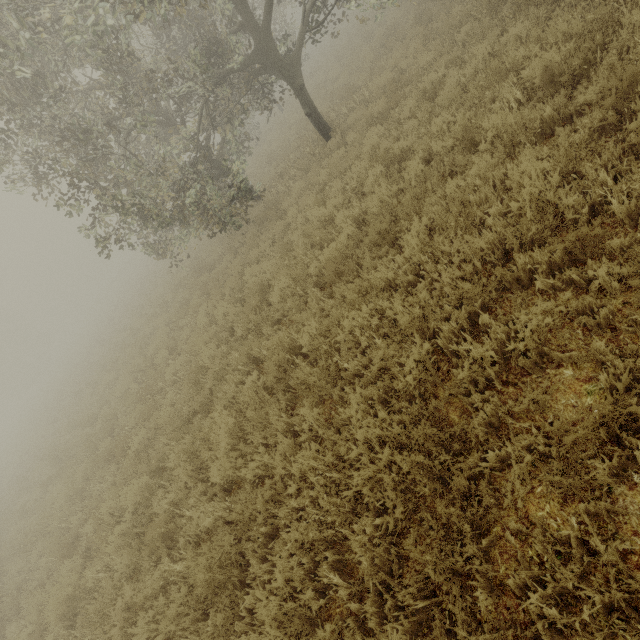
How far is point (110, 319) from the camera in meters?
30.1

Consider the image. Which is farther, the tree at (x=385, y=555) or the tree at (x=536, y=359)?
the tree at (x=385, y=555)

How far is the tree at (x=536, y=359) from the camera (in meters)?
2.76

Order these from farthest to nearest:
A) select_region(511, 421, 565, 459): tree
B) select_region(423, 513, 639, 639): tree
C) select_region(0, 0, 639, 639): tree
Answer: select_region(0, 0, 639, 639): tree
select_region(511, 421, 565, 459): tree
select_region(423, 513, 639, 639): tree

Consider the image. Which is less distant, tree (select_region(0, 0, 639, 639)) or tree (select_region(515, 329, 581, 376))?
tree (select_region(515, 329, 581, 376))

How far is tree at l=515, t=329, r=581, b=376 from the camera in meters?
2.8
